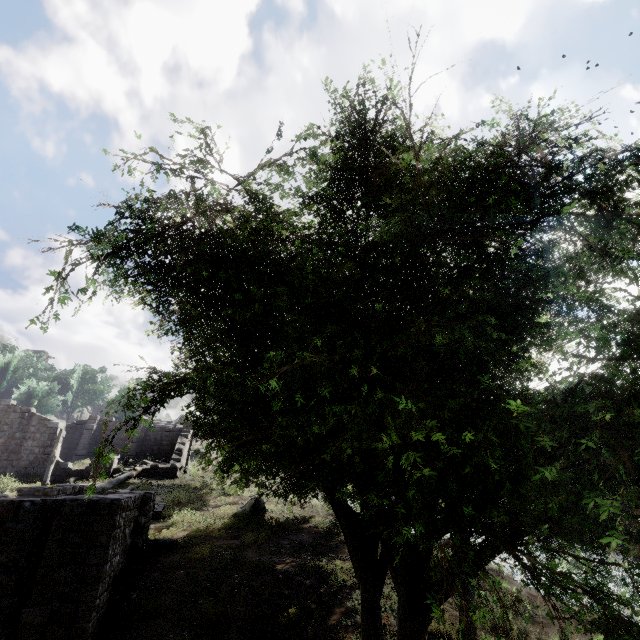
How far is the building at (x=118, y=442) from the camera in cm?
3306

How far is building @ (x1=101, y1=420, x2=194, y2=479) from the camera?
25.2m

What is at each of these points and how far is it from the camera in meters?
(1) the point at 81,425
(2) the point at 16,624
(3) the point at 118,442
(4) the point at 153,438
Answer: (1) building, 32.8 m
(2) building, 6.9 m
(3) building, 33.2 m
(4) building, 34.3 m

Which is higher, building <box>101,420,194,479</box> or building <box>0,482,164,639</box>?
building <box>101,420,194,479</box>

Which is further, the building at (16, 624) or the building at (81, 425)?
the building at (81, 425)

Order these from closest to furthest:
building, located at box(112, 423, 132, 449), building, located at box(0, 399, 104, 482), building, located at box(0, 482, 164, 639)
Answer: building, located at box(0, 482, 164, 639), building, located at box(0, 399, 104, 482), building, located at box(112, 423, 132, 449)

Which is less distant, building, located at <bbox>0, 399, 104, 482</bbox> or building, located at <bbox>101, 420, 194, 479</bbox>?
building, located at <bbox>0, 399, 104, 482</bbox>
